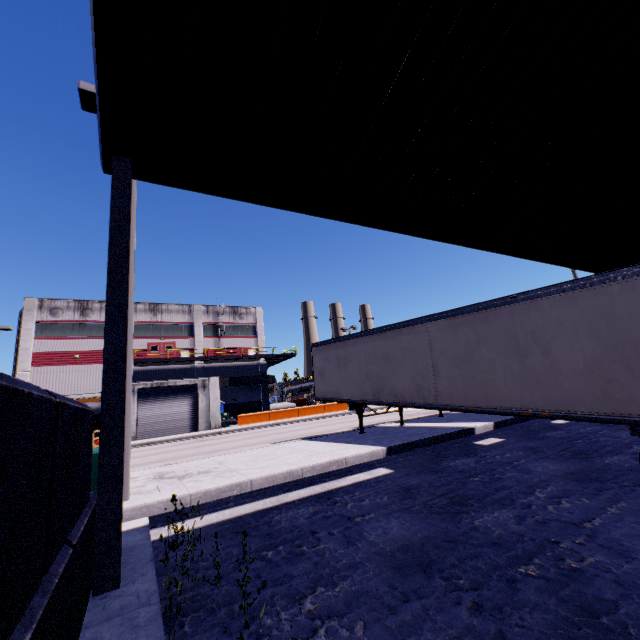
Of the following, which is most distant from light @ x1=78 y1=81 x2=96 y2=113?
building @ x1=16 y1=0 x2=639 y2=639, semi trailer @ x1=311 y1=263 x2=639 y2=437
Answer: building @ x1=16 y1=0 x2=639 y2=639

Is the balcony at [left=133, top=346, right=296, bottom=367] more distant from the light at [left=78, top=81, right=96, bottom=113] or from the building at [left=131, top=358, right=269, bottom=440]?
the light at [left=78, top=81, right=96, bottom=113]

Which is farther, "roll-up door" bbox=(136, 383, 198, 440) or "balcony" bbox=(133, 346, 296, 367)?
"balcony" bbox=(133, 346, 296, 367)

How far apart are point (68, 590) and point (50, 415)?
1.52m

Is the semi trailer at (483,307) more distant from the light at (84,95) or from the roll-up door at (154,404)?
the light at (84,95)

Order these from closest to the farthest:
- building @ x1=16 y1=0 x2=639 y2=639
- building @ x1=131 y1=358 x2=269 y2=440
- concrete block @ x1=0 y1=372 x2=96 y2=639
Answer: concrete block @ x1=0 y1=372 x2=96 y2=639 → building @ x1=16 y1=0 x2=639 y2=639 → building @ x1=131 y1=358 x2=269 y2=440

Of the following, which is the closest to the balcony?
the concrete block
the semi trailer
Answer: the semi trailer

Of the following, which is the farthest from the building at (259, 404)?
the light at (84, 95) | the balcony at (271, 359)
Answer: the light at (84, 95)
